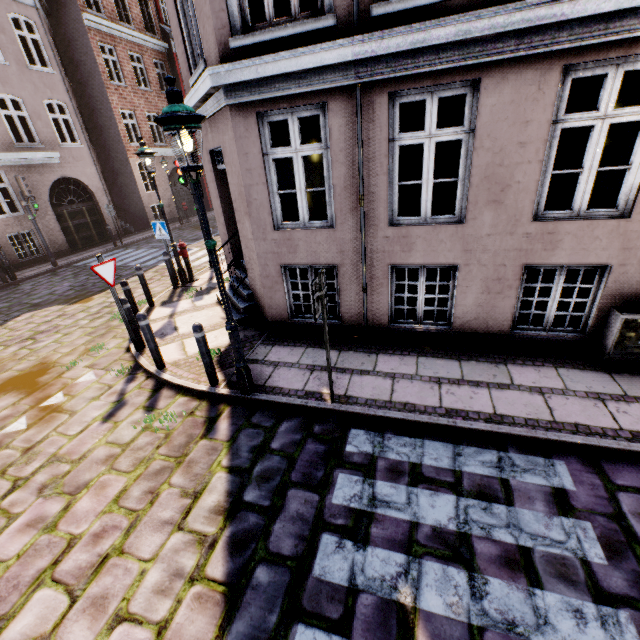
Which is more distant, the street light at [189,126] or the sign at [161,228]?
the sign at [161,228]

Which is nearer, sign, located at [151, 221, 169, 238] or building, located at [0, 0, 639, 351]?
building, located at [0, 0, 639, 351]

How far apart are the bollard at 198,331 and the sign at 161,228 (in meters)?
5.53

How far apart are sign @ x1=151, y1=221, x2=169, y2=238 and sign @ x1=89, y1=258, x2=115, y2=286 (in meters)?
3.61

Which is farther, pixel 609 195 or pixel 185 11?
pixel 609 195

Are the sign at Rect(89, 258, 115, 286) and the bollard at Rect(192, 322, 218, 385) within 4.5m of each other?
yes

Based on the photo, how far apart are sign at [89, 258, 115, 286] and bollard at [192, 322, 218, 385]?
2.20m

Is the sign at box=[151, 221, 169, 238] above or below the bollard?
above
